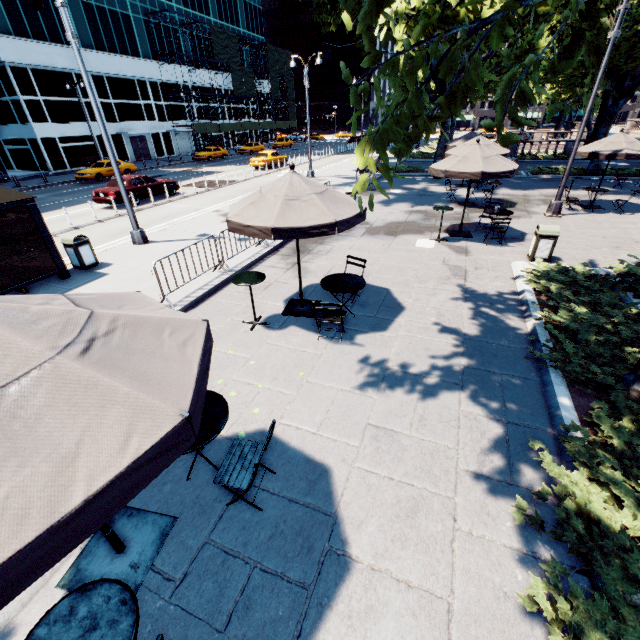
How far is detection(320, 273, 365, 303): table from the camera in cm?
641

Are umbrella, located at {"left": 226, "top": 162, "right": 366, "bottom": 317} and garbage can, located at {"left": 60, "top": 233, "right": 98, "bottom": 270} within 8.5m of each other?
yes

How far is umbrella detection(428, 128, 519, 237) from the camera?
9.92m

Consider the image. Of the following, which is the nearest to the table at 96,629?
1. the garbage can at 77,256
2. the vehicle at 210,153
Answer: the garbage can at 77,256

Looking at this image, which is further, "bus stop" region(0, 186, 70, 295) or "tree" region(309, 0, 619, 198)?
"bus stop" region(0, 186, 70, 295)

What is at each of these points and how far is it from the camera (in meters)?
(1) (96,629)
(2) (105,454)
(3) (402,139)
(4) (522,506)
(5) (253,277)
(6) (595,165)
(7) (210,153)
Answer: (1) table, 2.03
(2) umbrella, 1.66
(3) tree, 3.45
(4) bush, 3.30
(5) table, 6.61
(6) tree, 21.36
(7) vehicle, 40.31

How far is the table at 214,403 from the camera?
3.4m

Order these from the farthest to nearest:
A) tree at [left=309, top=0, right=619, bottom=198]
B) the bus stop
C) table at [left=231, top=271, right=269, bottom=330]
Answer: the bus stop → table at [left=231, top=271, right=269, bottom=330] → tree at [left=309, top=0, right=619, bottom=198]
